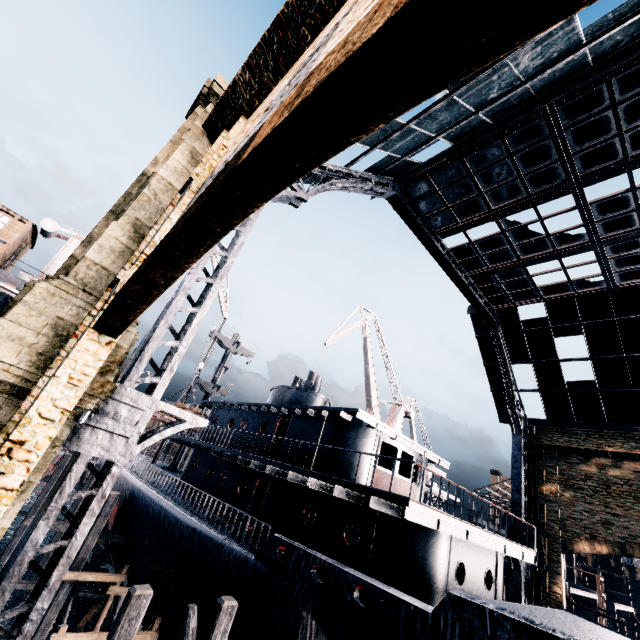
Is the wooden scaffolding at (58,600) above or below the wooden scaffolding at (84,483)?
below

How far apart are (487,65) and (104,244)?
12.3 meters

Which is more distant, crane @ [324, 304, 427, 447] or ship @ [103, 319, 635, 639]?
crane @ [324, 304, 427, 447]

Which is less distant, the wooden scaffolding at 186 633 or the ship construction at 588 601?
the wooden scaffolding at 186 633

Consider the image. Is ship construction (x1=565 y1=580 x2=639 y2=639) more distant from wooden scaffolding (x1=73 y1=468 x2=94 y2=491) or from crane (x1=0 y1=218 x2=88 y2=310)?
crane (x1=0 y1=218 x2=88 y2=310)

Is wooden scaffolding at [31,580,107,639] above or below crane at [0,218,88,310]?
below

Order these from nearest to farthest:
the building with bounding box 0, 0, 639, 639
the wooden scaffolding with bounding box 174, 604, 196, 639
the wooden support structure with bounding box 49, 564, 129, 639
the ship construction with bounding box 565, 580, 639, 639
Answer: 1. the building with bounding box 0, 0, 639, 639
2. the wooden scaffolding with bounding box 174, 604, 196, 639
3. the wooden support structure with bounding box 49, 564, 129, 639
4. the ship construction with bounding box 565, 580, 639, 639

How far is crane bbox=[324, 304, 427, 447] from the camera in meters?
33.2
